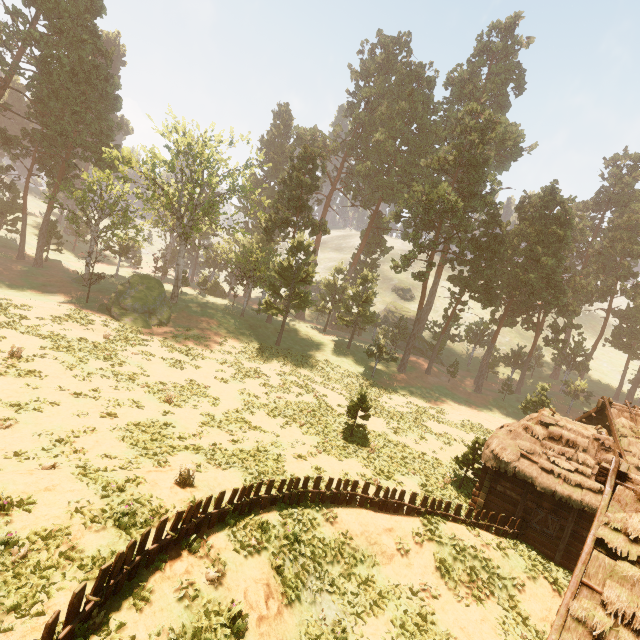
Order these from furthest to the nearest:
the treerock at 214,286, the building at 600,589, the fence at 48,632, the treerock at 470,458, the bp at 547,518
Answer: the treerock at 214,286 < the treerock at 470,458 < the bp at 547,518 < the building at 600,589 < the fence at 48,632

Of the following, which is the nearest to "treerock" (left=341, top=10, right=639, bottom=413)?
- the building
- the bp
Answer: the building

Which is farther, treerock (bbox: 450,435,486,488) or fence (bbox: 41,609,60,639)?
treerock (bbox: 450,435,486,488)

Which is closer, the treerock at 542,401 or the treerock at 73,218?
the treerock at 542,401

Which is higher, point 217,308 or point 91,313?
point 217,308
